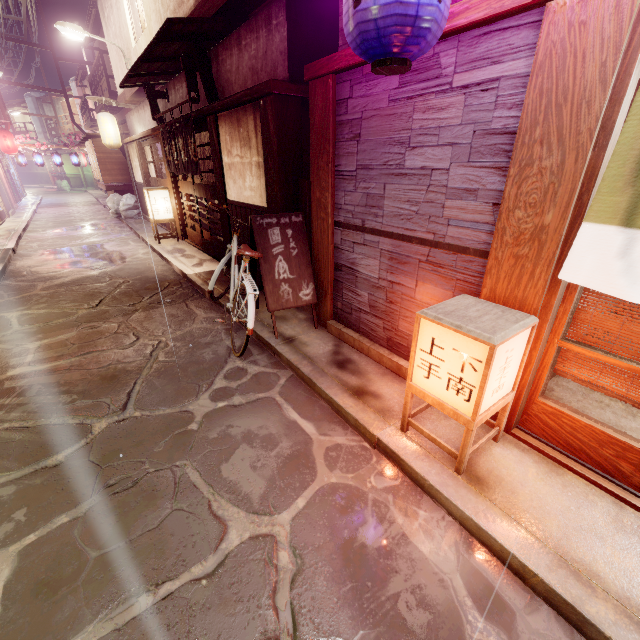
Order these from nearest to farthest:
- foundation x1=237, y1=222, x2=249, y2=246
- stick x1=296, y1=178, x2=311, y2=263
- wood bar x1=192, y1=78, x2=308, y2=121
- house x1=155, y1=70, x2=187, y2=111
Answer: wood bar x1=192, y1=78, x2=308, y2=121, stick x1=296, y1=178, x2=311, y2=263, foundation x1=237, y1=222, x2=249, y2=246, house x1=155, y1=70, x2=187, y2=111

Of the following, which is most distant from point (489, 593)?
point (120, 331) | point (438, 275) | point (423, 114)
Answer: point (120, 331)

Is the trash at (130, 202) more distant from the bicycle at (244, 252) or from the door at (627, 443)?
the door at (627, 443)

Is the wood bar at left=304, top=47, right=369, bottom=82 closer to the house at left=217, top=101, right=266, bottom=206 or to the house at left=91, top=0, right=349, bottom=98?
the house at left=91, top=0, right=349, bottom=98

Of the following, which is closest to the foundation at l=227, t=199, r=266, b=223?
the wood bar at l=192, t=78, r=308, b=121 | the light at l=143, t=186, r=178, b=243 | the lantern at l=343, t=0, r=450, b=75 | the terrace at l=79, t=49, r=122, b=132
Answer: the wood bar at l=192, t=78, r=308, b=121

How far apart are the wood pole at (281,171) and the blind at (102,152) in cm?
2281

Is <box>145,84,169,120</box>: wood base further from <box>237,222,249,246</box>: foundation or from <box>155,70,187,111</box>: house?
<box>237,222,249,246</box>: foundation

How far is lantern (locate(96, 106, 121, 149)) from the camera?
20.3m
